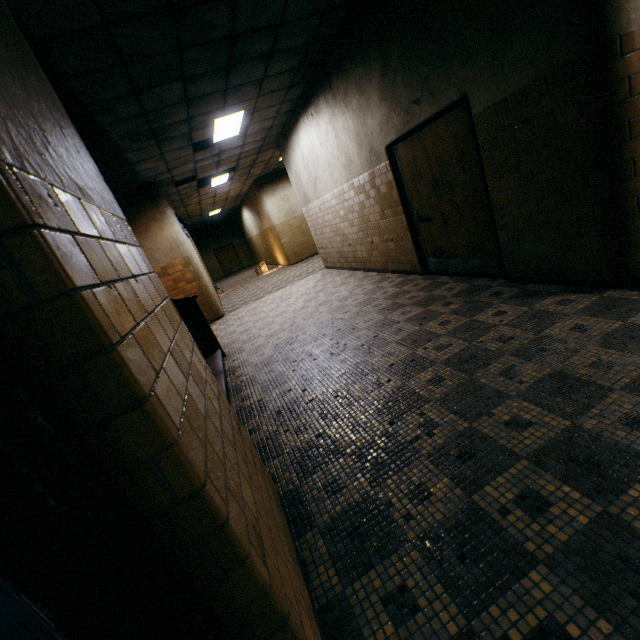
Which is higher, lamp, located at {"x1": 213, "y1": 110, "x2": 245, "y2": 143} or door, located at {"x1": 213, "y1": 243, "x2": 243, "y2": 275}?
lamp, located at {"x1": 213, "y1": 110, "x2": 245, "y2": 143}

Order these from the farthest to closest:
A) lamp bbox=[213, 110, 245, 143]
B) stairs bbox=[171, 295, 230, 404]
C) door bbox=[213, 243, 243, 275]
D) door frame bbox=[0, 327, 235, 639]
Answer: door bbox=[213, 243, 243, 275], lamp bbox=[213, 110, 245, 143], stairs bbox=[171, 295, 230, 404], door frame bbox=[0, 327, 235, 639]

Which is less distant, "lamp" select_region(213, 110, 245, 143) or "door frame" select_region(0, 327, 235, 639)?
"door frame" select_region(0, 327, 235, 639)

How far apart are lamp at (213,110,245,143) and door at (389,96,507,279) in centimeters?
319cm

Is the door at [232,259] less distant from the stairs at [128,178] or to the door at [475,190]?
the stairs at [128,178]

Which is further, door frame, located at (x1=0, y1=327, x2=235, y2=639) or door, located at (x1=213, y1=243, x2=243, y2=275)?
door, located at (x1=213, y1=243, x2=243, y2=275)

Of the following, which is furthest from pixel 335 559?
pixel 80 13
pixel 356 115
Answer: pixel 356 115

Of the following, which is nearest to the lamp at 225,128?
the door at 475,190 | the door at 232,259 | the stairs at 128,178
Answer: the stairs at 128,178
